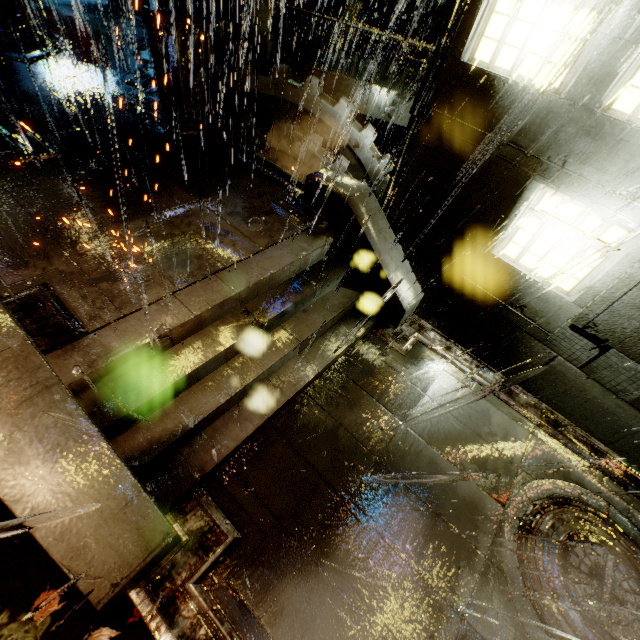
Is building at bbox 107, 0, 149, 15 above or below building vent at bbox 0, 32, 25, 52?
above

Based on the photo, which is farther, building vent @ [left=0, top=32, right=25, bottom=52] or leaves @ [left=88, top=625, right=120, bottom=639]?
building vent @ [left=0, top=32, right=25, bottom=52]

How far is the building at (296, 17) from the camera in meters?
17.6 m

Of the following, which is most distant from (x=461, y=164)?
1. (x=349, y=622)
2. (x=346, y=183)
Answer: (x=349, y=622)

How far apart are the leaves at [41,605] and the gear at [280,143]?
11.11m

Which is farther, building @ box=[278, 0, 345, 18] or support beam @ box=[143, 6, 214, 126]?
building @ box=[278, 0, 345, 18]

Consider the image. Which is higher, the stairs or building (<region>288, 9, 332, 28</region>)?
building (<region>288, 9, 332, 28</region>)

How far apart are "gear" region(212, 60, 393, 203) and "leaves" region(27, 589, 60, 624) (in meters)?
11.11
